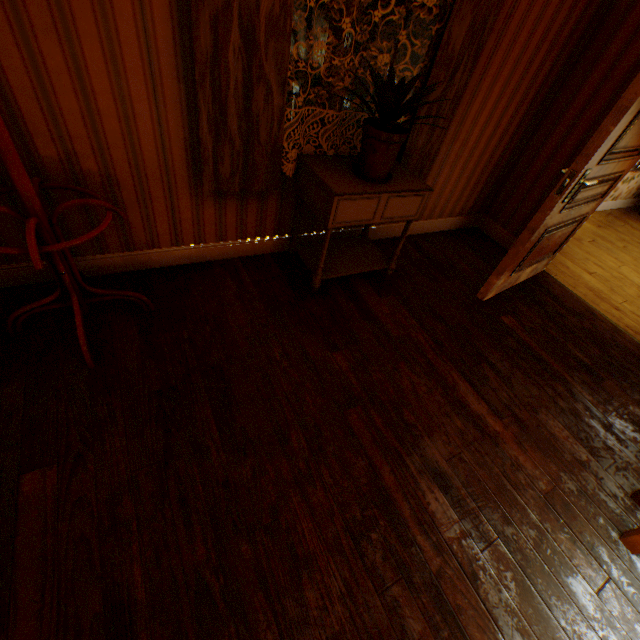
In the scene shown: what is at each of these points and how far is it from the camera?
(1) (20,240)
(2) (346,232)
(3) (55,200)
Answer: (1) building, 1.9 meters
(2) building, 3.1 meters
(3) building, 1.8 meters

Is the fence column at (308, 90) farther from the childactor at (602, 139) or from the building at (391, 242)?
the childactor at (602, 139)

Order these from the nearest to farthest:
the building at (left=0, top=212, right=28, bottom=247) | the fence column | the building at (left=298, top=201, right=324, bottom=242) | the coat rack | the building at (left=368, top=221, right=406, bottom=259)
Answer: the coat rack, the building at (left=0, top=212, right=28, bottom=247), the building at (left=298, top=201, right=324, bottom=242), the building at (left=368, top=221, right=406, bottom=259), the fence column

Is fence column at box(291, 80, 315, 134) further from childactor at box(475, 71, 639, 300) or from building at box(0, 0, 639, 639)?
childactor at box(475, 71, 639, 300)

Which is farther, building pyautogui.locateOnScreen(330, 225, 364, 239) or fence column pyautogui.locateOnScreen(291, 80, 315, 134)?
fence column pyautogui.locateOnScreen(291, 80, 315, 134)

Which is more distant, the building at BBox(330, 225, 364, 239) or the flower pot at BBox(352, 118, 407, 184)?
the building at BBox(330, 225, 364, 239)

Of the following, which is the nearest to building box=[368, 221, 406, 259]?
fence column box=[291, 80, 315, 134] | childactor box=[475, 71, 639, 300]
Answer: childactor box=[475, 71, 639, 300]
